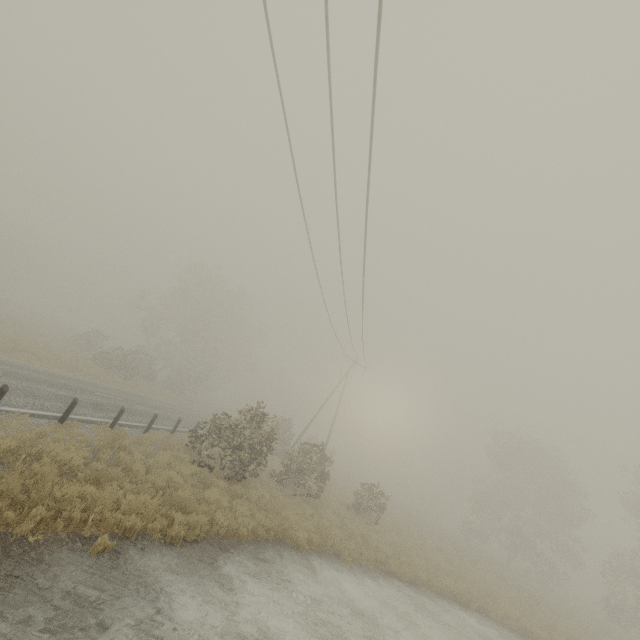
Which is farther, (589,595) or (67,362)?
(589,595)

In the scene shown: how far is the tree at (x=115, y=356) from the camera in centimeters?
3578cm

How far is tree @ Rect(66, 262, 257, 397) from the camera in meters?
35.8 m
